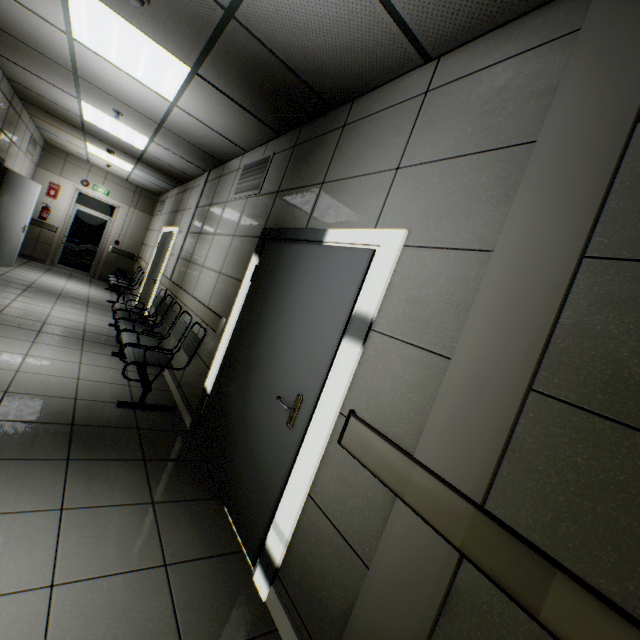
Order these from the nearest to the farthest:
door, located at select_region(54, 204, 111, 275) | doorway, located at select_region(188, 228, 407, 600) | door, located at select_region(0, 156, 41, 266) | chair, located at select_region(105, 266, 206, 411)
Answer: doorway, located at select_region(188, 228, 407, 600) < chair, located at select_region(105, 266, 206, 411) < door, located at select_region(0, 156, 41, 266) < door, located at select_region(54, 204, 111, 275)

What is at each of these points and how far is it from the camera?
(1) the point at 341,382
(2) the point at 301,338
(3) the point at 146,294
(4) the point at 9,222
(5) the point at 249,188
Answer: (1) doorway, 1.78m
(2) door, 2.19m
(3) door, 7.28m
(4) door, 6.81m
(5) ventilation grill, 3.90m

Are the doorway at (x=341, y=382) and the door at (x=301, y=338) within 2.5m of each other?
yes

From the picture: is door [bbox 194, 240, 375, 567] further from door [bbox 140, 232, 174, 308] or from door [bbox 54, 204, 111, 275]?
door [bbox 54, 204, 111, 275]

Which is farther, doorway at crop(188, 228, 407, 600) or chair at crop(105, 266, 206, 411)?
chair at crop(105, 266, 206, 411)

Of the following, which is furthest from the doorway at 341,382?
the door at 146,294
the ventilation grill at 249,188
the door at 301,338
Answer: the door at 146,294

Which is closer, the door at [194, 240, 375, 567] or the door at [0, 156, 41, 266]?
the door at [194, 240, 375, 567]

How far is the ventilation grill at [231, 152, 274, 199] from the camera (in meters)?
3.63
